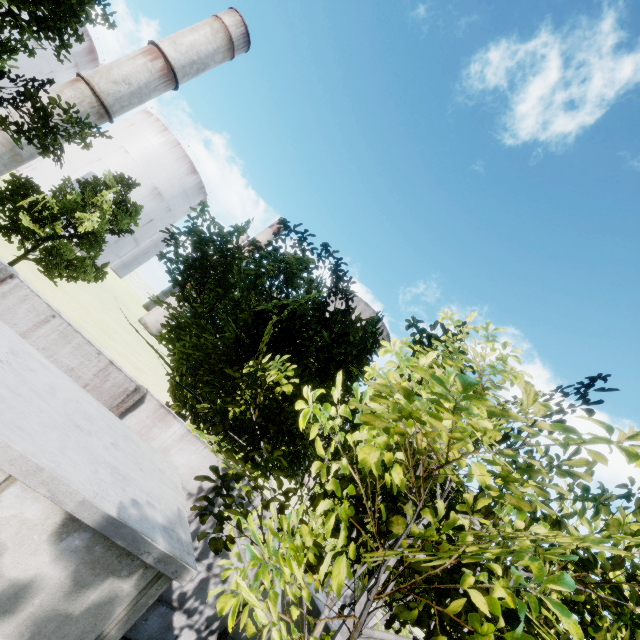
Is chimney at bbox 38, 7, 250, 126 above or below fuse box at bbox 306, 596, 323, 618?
above

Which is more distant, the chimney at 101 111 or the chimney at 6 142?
the chimney at 101 111

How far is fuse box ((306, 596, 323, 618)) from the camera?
5.61m

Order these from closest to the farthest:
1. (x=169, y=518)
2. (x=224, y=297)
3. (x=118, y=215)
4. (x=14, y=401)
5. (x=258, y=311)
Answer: (x=14, y=401)
(x=169, y=518)
(x=258, y=311)
(x=224, y=297)
(x=118, y=215)

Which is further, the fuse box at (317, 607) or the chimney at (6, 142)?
the chimney at (6, 142)

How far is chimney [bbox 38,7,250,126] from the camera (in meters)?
40.62

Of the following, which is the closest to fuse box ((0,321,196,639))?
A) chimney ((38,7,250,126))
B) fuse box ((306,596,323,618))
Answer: fuse box ((306,596,323,618))
